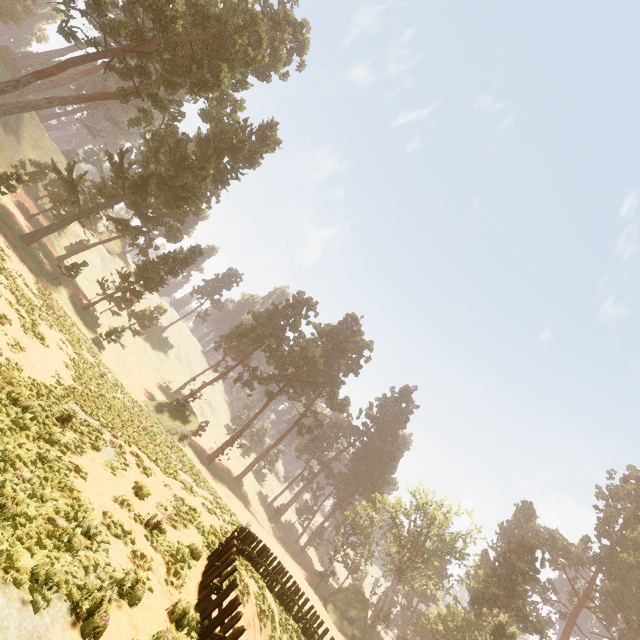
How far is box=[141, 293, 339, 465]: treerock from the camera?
37.8m

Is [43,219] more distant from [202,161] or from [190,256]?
[202,161]

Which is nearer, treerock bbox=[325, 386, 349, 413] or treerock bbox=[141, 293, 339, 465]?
treerock bbox=[141, 293, 339, 465]

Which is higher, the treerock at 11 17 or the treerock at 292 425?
the treerock at 11 17

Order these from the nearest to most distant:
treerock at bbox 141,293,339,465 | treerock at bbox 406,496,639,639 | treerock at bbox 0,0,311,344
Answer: treerock at bbox 0,0,311,344, treerock at bbox 141,293,339,465, treerock at bbox 406,496,639,639

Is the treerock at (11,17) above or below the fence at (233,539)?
above
